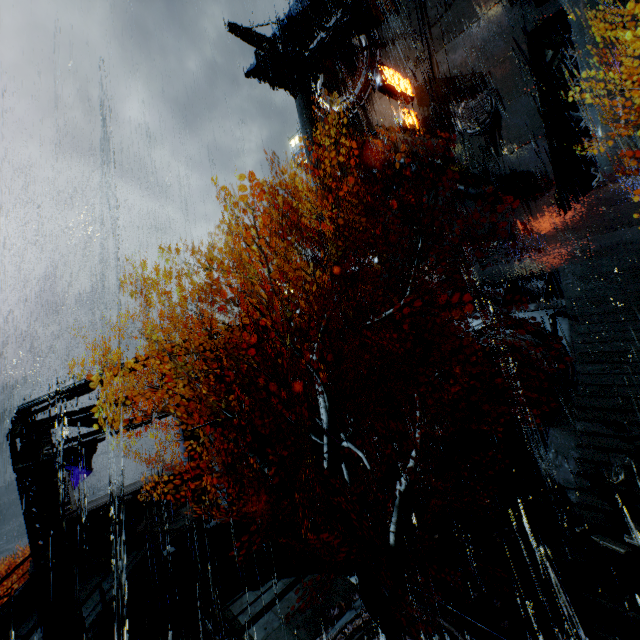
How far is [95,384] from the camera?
12.0m

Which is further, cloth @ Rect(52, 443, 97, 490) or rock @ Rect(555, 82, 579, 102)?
rock @ Rect(555, 82, 579, 102)

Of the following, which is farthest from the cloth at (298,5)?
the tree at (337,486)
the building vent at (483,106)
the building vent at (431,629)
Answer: the building vent at (431,629)

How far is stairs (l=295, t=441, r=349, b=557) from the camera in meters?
14.2 m

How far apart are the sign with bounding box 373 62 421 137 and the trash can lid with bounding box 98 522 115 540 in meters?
31.9 m

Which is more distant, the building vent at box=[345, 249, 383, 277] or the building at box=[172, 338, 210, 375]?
the building vent at box=[345, 249, 383, 277]

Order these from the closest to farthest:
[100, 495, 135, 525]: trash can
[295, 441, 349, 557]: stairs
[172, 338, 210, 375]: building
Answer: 1. [295, 441, 349, 557]: stairs
2. [172, 338, 210, 375]: building
3. [100, 495, 135, 525]: trash can

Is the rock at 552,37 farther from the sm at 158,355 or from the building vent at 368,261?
the sm at 158,355
